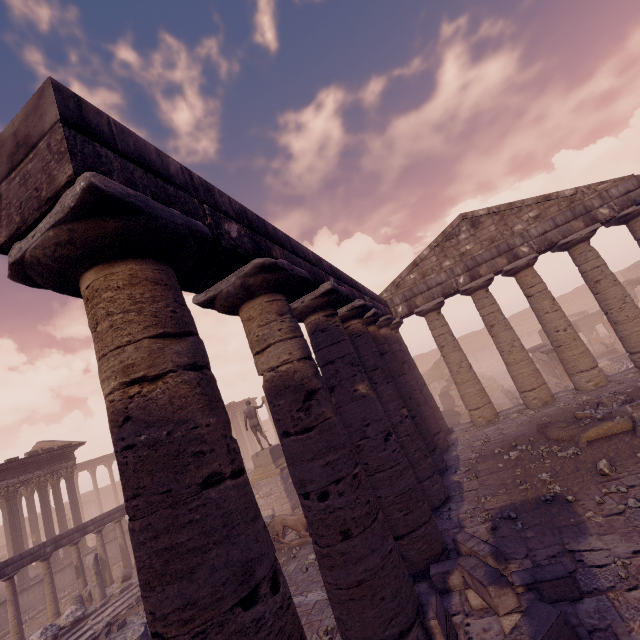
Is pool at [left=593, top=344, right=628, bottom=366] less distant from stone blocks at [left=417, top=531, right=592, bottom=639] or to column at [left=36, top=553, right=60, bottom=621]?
stone blocks at [left=417, top=531, right=592, bottom=639]

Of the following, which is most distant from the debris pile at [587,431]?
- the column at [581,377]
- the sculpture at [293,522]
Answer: the sculpture at [293,522]

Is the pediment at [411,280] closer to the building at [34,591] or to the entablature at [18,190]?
the entablature at [18,190]

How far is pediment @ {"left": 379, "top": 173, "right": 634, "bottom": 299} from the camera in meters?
13.0

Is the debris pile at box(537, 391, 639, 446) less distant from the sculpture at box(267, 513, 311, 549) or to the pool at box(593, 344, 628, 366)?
the sculpture at box(267, 513, 311, 549)

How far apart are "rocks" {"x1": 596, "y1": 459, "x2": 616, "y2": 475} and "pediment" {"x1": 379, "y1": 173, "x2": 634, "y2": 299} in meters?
9.6 m

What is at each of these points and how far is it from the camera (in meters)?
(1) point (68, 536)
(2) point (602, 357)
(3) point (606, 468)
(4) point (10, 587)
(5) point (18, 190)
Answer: Result:
(1) entablature, 14.45
(2) pool, 21.39
(3) rocks, 6.28
(4) column, 12.40
(5) entablature, 2.60

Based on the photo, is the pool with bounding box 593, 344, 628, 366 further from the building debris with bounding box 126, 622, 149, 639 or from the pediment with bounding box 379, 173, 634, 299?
the building debris with bounding box 126, 622, 149, 639
